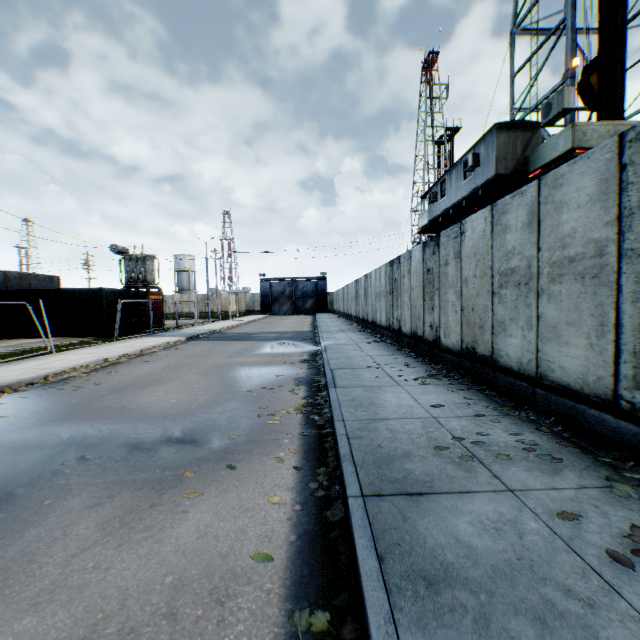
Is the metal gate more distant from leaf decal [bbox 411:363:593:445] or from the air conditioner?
leaf decal [bbox 411:363:593:445]

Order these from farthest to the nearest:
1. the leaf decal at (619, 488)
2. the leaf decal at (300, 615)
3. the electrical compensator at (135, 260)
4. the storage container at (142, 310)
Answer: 1. the electrical compensator at (135, 260)
2. the storage container at (142, 310)
3. the leaf decal at (619, 488)
4. the leaf decal at (300, 615)

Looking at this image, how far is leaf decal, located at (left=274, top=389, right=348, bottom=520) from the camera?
2.98m

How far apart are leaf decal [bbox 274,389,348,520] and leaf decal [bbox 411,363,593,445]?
1.9m

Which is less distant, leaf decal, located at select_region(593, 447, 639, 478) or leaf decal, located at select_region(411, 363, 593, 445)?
leaf decal, located at select_region(593, 447, 639, 478)

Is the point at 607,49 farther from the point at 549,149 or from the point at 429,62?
the point at 429,62

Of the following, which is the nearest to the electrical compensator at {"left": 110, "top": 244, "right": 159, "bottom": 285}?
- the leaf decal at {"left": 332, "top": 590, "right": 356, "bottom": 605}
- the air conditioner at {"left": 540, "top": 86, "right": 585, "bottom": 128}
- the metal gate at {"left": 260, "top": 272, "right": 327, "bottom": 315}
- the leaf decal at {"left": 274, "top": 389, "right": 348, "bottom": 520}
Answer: the metal gate at {"left": 260, "top": 272, "right": 327, "bottom": 315}

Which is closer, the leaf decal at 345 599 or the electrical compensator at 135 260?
the leaf decal at 345 599
